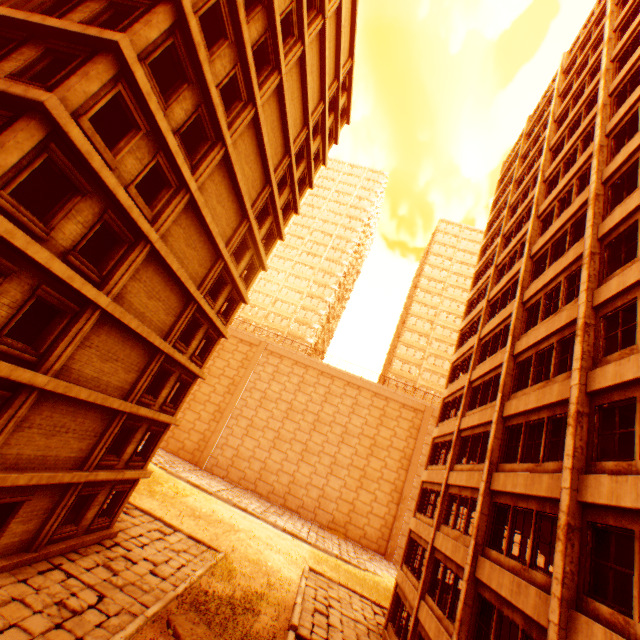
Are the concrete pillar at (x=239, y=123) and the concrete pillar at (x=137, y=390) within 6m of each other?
no

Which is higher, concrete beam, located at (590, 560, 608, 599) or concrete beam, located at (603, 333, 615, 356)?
concrete beam, located at (603, 333, 615, 356)

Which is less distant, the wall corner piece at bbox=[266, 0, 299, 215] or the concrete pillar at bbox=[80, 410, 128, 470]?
the concrete pillar at bbox=[80, 410, 128, 470]

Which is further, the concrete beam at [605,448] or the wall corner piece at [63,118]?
the concrete beam at [605,448]

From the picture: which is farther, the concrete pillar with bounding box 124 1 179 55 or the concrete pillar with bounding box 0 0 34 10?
the concrete pillar with bounding box 0 0 34 10

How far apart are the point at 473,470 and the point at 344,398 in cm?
2961

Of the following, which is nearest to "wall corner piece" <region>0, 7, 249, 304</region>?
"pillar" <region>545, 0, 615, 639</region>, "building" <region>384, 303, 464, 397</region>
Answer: "pillar" <region>545, 0, 615, 639</region>

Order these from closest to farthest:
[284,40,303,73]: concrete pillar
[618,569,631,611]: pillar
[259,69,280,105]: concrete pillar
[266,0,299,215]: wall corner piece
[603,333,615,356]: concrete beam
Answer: [603,333,615,356]: concrete beam → [618,569,631,611]: pillar → [266,0,299,215]: wall corner piece → [259,69,280,105]: concrete pillar → [284,40,303,73]: concrete pillar
